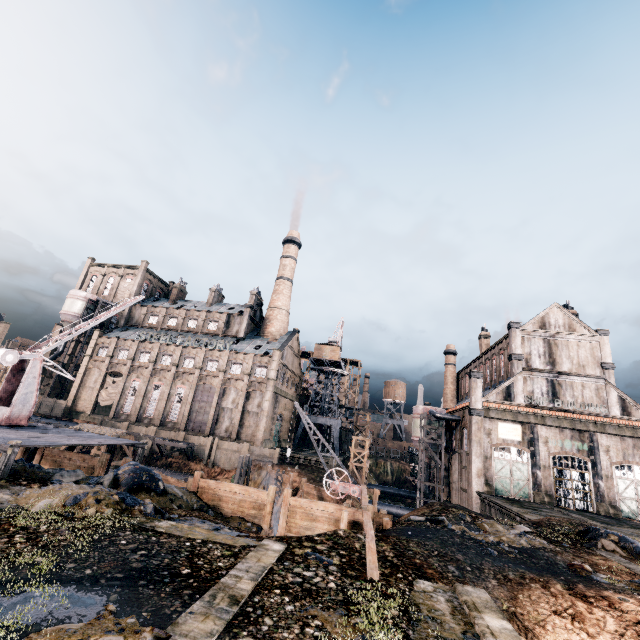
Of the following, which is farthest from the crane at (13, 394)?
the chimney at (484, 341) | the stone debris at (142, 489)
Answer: the chimney at (484, 341)

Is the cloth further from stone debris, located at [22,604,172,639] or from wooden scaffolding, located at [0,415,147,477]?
stone debris, located at [22,604,172,639]

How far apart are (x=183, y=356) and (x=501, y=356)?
51.6 meters

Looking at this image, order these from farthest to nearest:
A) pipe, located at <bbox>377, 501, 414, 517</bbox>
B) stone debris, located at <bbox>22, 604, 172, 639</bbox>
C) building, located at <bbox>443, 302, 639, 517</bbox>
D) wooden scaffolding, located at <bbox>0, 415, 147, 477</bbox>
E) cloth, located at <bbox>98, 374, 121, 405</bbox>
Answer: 1. cloth, located at <bbox>98, 374, 121, 405</bbox>
2. pipe, located at <bbox>377, 501, 414, 517</bbox>
3. building, located at <bbox>443, 302, 639, 517</bbox>
4. wooden scaffolding, located at <bbox>0, 415, 147, 477</bbox>
5. stone debris, located at <bbox>22, 604, 172, 639</bbox>

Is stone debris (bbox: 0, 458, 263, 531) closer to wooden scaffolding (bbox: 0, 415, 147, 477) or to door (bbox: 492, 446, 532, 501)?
wooden scaffolding (bbox: 0, 415, 147, 477)

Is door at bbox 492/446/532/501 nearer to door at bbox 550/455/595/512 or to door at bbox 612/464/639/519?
door at bbox 550/455/595/512

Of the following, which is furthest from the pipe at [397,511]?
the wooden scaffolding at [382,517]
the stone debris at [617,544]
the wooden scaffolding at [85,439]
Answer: the wooden scaffolding at [85,439]

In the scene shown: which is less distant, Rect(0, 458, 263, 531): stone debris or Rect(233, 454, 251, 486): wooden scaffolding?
Rect(0, 458, 263, 531): stone debris
